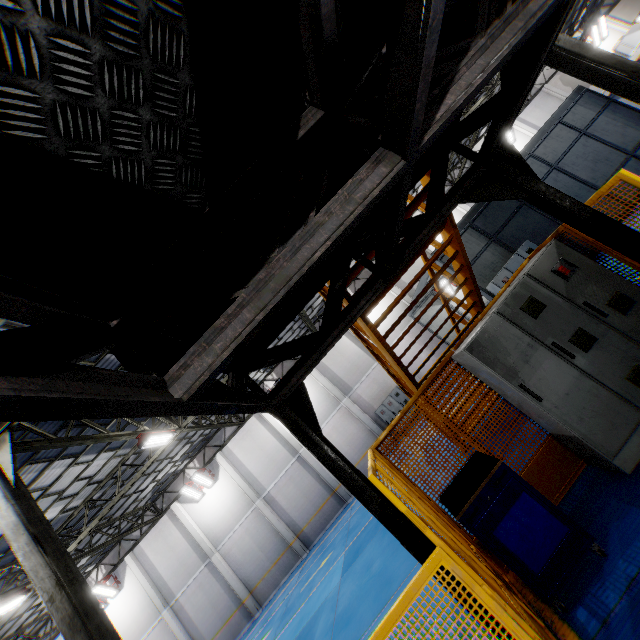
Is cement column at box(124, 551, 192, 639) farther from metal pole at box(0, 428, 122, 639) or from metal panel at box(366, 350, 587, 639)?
metal pole at box(0, 428, 122, 639)

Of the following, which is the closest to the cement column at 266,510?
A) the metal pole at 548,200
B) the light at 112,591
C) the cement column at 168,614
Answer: the cement column at 168,614

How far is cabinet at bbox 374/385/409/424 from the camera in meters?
19.5

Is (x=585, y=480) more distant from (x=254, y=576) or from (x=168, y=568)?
(x=168, y=568)

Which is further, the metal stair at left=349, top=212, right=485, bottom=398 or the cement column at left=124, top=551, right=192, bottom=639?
the cement column at left=124, top=551, right=192, bottom=639

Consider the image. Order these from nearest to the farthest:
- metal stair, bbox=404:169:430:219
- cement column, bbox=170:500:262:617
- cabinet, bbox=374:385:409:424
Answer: metal stair, bbox=404:169:430:219
cement column, bbox=170:500:262:617
cabinet, bbox=374:385:409:424

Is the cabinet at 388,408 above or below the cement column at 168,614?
below

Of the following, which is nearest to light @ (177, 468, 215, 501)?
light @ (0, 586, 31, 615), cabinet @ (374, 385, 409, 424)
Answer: light @ (0, 586, 31, 615)
